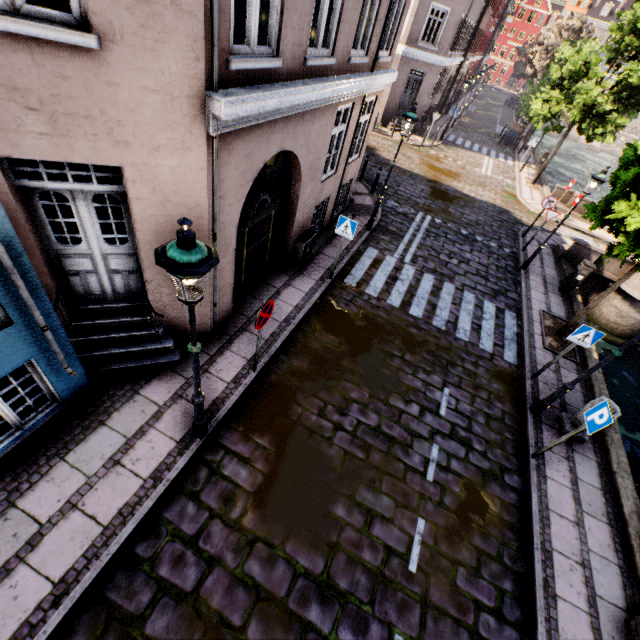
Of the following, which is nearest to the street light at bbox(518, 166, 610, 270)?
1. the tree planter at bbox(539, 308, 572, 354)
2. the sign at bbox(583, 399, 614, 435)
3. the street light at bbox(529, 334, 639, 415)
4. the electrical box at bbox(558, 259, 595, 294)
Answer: the electrical box at bbox(558, 259, 595, 294)

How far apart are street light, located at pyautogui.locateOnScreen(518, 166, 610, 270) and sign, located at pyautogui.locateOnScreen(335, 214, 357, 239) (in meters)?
7.96

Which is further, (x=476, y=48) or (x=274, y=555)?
(x=476, y=48)

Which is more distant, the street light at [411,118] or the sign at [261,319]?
the street light at [411,118]

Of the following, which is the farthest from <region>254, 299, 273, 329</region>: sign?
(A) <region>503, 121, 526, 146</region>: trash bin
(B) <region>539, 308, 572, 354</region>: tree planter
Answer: (A) <region>503, 121, 526, 146</region>: trash bin

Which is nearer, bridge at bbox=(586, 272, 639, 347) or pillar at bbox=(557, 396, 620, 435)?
pillar at bbox=(557, 396, 620, 435)

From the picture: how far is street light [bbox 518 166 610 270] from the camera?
9.72m

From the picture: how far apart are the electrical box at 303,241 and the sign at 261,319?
3.6m
